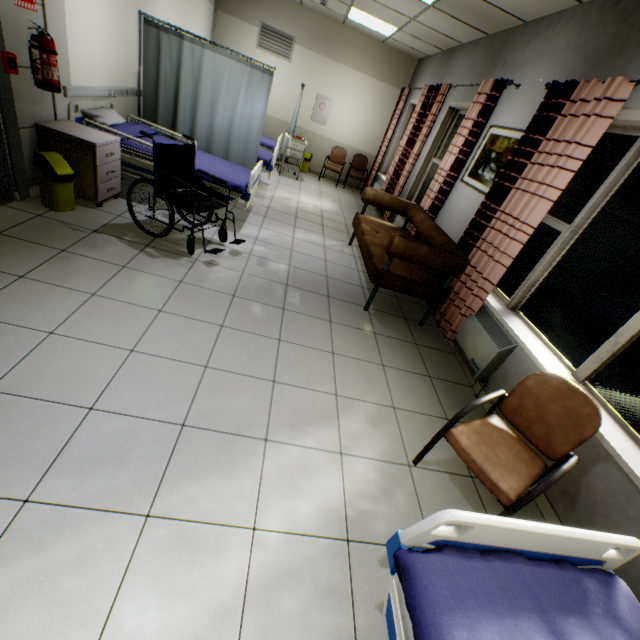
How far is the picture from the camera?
3.6 meters

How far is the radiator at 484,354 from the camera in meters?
2.9 m

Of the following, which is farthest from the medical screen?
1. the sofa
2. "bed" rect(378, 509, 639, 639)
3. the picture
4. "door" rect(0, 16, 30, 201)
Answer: "bed" rect(378, 509, 639, 639)

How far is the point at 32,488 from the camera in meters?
1.4 m

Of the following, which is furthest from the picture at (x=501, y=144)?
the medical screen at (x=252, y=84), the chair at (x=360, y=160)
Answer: the chair at (x=360, y=160)

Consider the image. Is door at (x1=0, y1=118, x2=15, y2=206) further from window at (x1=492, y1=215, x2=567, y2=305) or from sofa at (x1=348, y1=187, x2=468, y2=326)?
window at (x1=492, y1=215, x2=567, y2=305)

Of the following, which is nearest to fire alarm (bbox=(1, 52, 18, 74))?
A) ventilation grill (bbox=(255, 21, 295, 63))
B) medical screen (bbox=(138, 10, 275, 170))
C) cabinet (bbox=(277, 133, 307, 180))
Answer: medical screen (bbox=(138, 10, 275, 170))

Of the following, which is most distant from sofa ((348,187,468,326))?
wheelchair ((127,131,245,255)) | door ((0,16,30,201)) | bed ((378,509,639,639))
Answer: door ((0,16,30,201))
